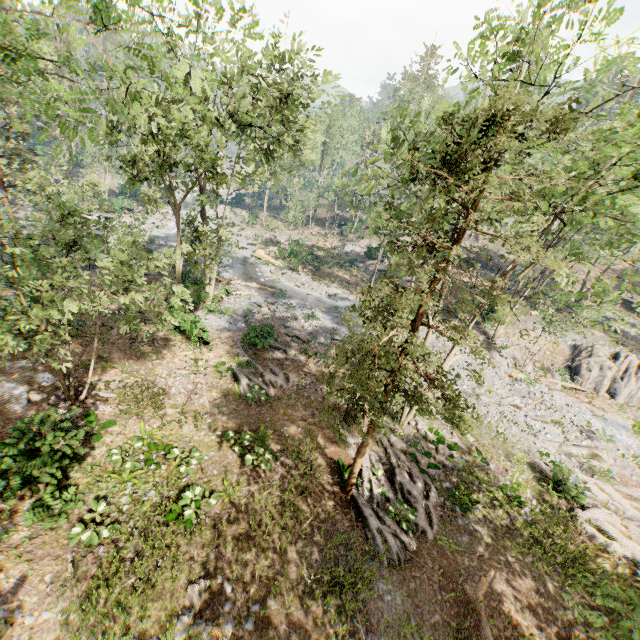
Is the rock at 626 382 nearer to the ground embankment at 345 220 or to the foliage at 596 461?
the foliage at 596 461

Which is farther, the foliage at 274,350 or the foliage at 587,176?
the foliage at 274,350

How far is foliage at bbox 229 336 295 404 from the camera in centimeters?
1797cm

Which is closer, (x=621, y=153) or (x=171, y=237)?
→ (x=621, y=153)

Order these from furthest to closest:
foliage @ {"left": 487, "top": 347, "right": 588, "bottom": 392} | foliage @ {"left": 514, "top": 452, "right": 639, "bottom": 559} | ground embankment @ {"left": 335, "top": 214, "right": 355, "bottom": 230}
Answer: ground embankment @ {"left": 335, "top": 214, "right": 355, "bottom": 230} → foliage @ {"left": 487, "top": 347, "right": 588, "bottom": 392} → foliage @ {"left": 514, "top": 452, "right": 639, "bottom": 559}

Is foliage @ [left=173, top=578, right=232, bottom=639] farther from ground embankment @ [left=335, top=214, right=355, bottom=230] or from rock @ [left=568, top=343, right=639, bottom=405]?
ground embankment @ [left=335, top=214, right=355, bottom=230]

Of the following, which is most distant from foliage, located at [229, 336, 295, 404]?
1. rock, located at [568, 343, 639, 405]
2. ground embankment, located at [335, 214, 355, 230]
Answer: ground embankment, located at [335, 214, 355, 230]
